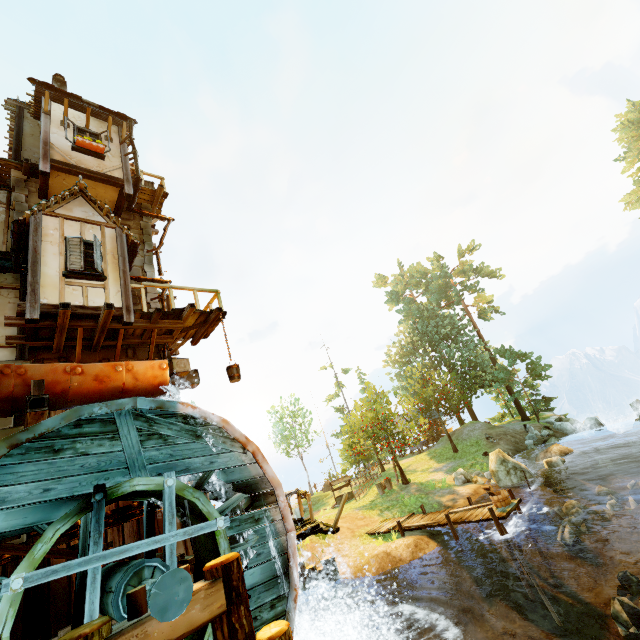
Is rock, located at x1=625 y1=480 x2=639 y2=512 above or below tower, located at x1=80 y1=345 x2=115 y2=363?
below

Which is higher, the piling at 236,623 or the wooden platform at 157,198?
the wooden platform at 157,198

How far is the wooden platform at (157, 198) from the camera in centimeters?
1276cm

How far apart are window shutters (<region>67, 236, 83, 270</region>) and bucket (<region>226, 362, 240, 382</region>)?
4.6 meters

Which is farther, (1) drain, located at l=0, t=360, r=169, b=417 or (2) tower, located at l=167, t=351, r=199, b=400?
(2) tower, located at l=167, t=351, r=199, b=400

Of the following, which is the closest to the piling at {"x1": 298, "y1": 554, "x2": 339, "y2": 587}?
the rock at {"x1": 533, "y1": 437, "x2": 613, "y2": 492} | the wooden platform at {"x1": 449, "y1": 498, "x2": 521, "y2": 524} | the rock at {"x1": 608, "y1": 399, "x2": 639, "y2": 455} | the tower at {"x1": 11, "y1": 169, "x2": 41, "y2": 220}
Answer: the wooden platform at {"x1": 449, "y1": 498, "x2": 521, "y2": 524}

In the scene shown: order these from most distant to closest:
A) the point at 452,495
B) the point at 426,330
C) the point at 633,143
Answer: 1. the point at 426,330
2. the point at 633,143
3. the point at 452,495

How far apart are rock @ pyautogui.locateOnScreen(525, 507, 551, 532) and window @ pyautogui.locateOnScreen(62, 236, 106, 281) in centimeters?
1785cm
